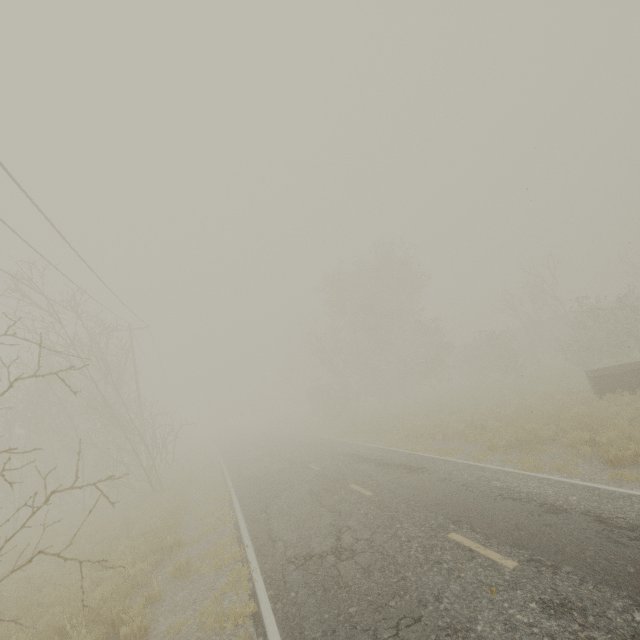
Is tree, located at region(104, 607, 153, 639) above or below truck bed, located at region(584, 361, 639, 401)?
below

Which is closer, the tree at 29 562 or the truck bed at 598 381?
the tree at 29 562

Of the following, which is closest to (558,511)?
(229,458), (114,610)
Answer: (114,610)

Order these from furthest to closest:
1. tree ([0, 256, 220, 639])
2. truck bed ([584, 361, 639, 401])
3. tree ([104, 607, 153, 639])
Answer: truck bed ([584, 361, 639, 401]) → tree ([0, 256, 220, 639]) → tree ([104, 607, 153, 639])

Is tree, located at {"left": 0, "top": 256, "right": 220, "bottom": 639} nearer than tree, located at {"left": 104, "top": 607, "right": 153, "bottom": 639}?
No

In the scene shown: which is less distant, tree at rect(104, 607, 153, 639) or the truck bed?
tree at rect(104, 607, 153, 639)
